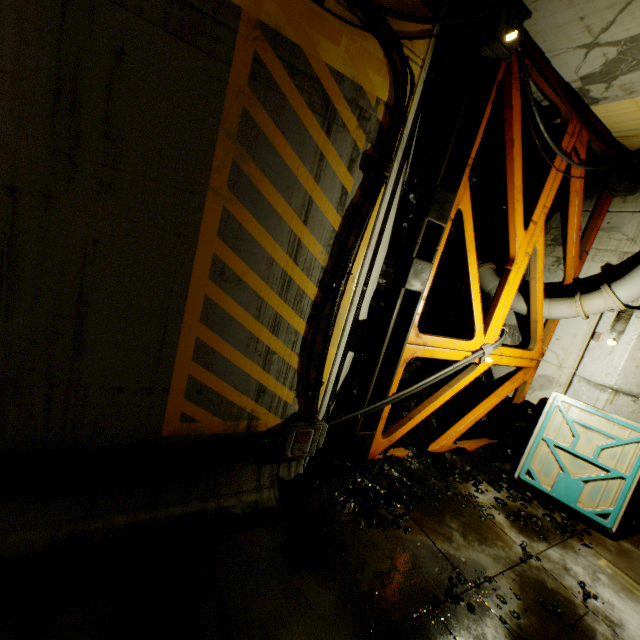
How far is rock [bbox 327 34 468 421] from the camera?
4.89m

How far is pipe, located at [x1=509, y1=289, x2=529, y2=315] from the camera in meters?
7.3

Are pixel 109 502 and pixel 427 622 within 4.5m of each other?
yes

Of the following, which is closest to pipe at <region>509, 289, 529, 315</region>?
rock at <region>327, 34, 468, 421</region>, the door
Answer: rock at <region>327, 34, 468, 421</region>

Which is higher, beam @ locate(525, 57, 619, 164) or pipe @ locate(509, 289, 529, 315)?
beam @ locate(525, 57, 619, 164)

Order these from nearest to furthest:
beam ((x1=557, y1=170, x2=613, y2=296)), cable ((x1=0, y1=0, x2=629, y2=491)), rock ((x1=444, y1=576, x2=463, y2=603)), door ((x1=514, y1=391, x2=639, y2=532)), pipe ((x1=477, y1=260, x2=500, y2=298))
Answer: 1. cable ((x1=0, y1=0, x2=629, y2=491))
2. rock ((x1=444, y1=576, x2=463, y2=603))
3. door ((x1=514, y1=391, x2=639, y2=532))
4. beam ((x1=557, y1=170, x2=613, y2=296))
5. pipe ((x1=477, y1=260, x2=500, y2=298))

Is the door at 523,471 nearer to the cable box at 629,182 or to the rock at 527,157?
the rock at 527,157

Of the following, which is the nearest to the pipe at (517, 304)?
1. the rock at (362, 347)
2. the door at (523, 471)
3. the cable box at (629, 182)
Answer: the rock at (362, 347)
